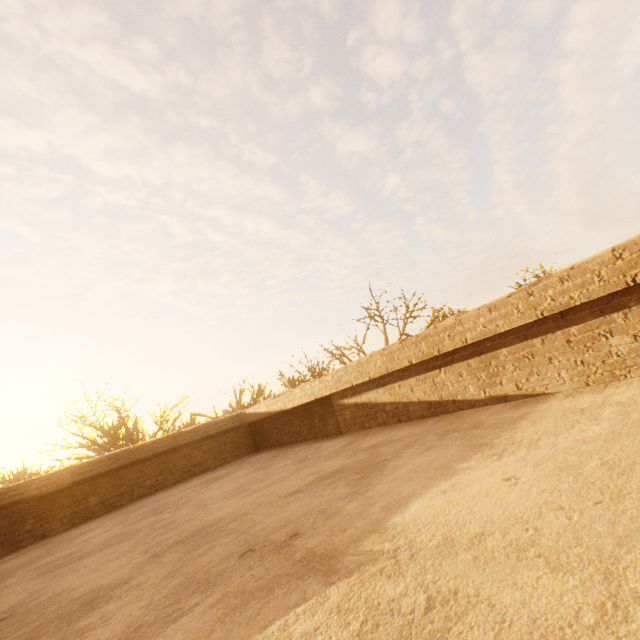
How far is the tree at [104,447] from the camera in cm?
1756

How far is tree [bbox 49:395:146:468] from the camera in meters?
17.6

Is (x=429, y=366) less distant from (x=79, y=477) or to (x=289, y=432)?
(x=289, y=432)
